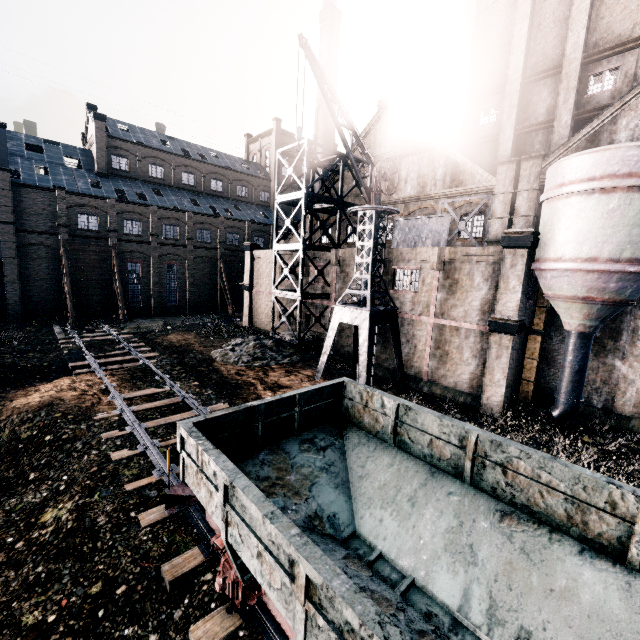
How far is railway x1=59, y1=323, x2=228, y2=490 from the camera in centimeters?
1182cm

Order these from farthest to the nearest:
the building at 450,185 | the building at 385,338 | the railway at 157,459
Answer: the building at 385,338, the building at 450,185, the railway at 157,459

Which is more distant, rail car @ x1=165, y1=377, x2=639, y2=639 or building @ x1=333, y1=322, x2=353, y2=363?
building @ x1=333, y1=322, x2=353, y2=363

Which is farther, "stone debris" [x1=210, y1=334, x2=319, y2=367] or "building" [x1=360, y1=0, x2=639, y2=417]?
"stone debris" [x1=210, y1=334, x2=319, y2=367]

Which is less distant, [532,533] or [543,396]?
[532,533]

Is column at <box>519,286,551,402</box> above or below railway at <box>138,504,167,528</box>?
above

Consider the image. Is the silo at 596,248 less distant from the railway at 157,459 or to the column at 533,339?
the column at 533,339

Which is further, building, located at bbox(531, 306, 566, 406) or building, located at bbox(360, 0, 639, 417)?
building, located at bbox(531, 306, 566, 406)
